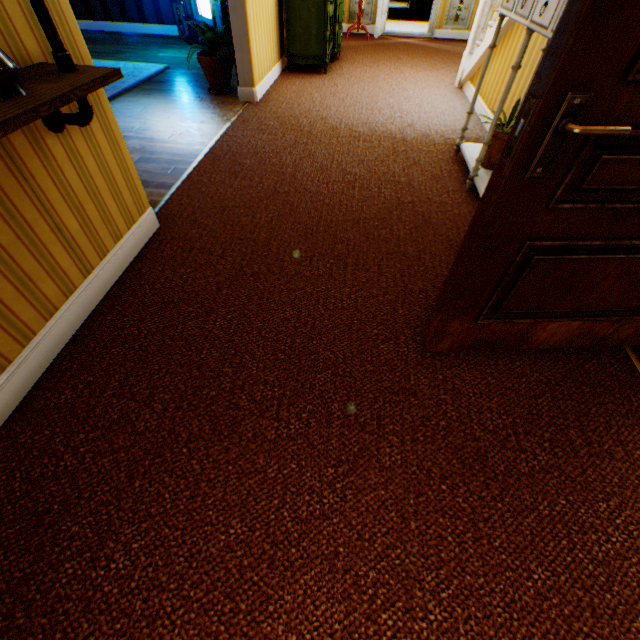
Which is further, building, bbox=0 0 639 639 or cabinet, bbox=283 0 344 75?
cabinet, bbox=283 0 344 75

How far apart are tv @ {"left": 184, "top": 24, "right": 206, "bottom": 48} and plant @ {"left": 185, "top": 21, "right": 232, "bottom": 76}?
1.3 meters

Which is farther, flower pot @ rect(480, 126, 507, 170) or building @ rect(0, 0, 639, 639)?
flower pot @ rect(480, 126, 507, 170)

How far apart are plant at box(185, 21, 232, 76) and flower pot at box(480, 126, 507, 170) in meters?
3.5

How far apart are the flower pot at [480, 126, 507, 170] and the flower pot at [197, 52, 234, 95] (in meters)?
3.60

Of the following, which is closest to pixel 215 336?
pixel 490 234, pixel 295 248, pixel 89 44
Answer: pixel 295 248

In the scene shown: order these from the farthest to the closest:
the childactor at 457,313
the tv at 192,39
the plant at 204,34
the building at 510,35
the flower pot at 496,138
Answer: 1. the tv at 192,39
2. the plant at 204,34
3. the building at 510,35
4. the flower pot at 496,138
5. the childactor at 457,313

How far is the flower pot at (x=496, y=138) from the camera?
2.74m
